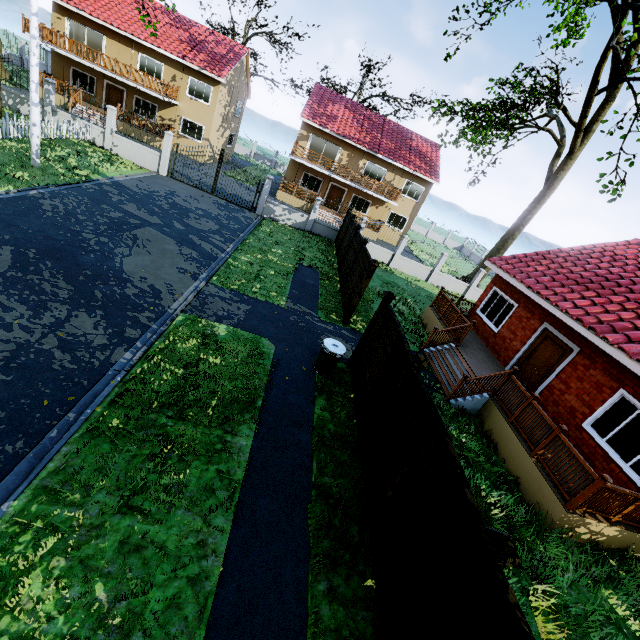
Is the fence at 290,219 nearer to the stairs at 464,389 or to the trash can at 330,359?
the trash can at 330,359

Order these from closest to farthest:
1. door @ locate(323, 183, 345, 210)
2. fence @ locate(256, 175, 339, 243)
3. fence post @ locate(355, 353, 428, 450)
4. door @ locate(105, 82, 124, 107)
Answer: fence post @ locate(355, 353, 428, 450)
fence @ locate(256, 175, 339, 243)
door @ locate(105, 82, 124, 107)
door @ locate(323, 183, 345, 210)

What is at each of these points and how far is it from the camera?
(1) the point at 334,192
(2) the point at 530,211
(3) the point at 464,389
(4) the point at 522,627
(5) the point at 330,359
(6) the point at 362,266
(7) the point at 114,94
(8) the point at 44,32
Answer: (1) door, 30.19m
(2) tree, 25.75m
(3) stairs, 10.23m
(4) fence, 2.67m
(5) trash can, 8.48m
(6) fence, 12.19m
(7) door, 26.78m
(8) wooden rail, 22.64m

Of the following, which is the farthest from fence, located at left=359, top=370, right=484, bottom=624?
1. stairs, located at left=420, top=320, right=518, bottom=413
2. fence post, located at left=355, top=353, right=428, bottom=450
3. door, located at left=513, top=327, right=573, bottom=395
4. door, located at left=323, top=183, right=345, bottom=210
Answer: door, located at left=323, top=183, right=345, bottom=210

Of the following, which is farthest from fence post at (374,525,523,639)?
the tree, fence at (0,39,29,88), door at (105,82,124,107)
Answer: door at (105,82,124,107)

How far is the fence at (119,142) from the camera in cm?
1744

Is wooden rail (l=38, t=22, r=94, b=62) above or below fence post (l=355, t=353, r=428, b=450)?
above

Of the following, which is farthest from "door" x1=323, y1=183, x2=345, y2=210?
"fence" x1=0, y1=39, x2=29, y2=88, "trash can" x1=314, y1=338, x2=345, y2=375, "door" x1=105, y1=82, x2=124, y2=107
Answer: "trash can" x1=314, y1=338, x2=345, y2=375
